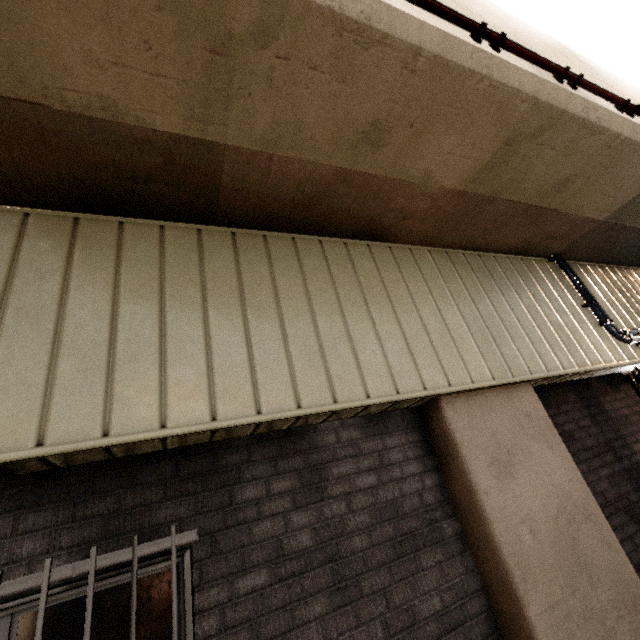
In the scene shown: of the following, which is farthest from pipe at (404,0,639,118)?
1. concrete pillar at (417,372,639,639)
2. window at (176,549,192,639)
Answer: window at (176,549,192,639)

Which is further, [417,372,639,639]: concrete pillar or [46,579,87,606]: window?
[417,372,639,639]: concrete pillar

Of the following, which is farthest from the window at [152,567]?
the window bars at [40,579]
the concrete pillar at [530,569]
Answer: the concrete pillar at [530,569]

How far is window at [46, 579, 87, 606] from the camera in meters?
1.8 m

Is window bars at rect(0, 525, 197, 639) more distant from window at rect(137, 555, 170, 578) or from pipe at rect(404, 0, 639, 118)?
pipe at rect(404, 0, 639, 118)

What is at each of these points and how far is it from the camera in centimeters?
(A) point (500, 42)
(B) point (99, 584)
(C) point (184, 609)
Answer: (A) pipe, 234cm
(B) window, 186cm
(C) window, 193cm

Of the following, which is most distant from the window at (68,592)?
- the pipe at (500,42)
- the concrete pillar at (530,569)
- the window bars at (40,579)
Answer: the pipe at (500,42)
